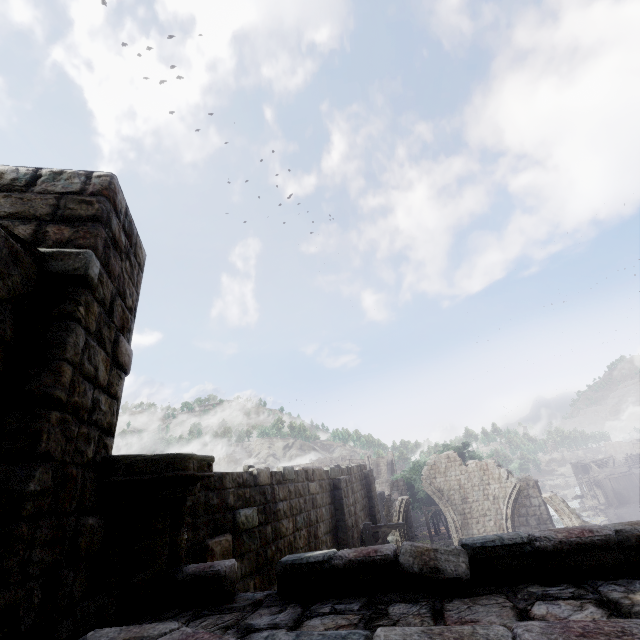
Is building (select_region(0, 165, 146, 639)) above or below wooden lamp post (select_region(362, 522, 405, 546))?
above

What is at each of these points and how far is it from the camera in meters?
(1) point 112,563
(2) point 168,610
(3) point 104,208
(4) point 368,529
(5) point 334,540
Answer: (1) column, 3.0 m
(2) stone arch, 3.0 m
(3) building, 3.0 m
(4) wooden lamp post, 11.8 m
(5) building, 11.5 m

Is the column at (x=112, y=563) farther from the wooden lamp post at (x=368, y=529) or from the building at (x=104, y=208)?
the wooden lamp post at (x=368, y=529)

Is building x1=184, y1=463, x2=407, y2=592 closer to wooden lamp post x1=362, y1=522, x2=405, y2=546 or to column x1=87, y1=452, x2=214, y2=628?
column x1=87, y1=452, x2=214, y2=628

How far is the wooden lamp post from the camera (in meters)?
11.57

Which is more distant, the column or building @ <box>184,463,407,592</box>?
building @ <box>184,463,407,592</box>
